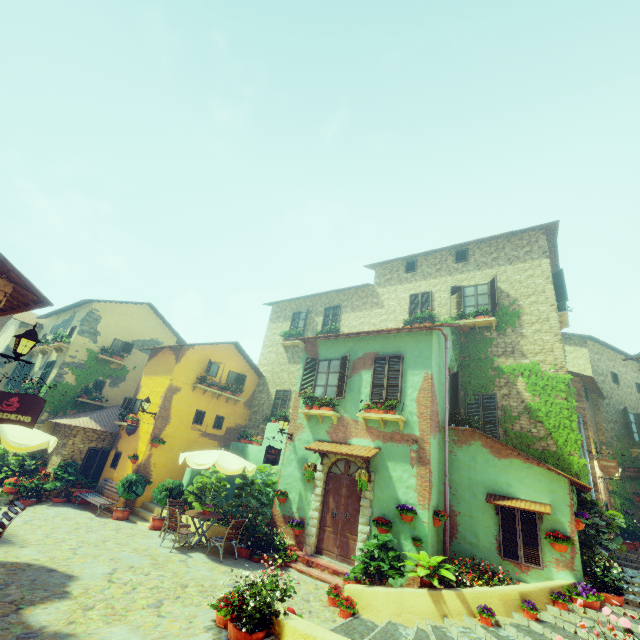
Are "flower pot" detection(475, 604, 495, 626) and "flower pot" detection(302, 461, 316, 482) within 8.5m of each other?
yes

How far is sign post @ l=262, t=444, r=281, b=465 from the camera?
10.8 meters

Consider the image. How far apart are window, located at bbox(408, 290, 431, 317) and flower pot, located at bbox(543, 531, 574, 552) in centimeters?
906cm

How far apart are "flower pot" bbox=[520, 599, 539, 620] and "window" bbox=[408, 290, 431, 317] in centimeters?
1040cm

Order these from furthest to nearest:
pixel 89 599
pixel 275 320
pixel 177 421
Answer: pixel 275 320, pixel 177 421, pixel 89 599

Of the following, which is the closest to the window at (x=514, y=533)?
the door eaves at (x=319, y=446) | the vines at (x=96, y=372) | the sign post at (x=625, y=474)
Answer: the vines at (x=96, y=372)

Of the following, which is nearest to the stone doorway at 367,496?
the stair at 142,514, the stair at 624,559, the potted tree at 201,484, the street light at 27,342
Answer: the potted tree at 201,484

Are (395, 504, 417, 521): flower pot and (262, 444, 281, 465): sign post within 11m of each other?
yes
